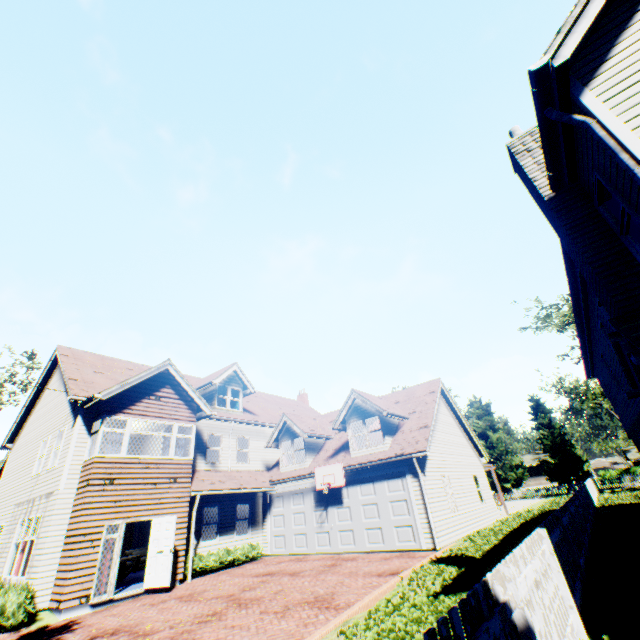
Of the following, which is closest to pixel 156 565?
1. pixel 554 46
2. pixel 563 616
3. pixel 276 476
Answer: pixel 276 476

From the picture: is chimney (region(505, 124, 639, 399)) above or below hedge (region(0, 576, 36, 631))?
above

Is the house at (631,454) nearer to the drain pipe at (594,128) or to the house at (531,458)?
the house at (531,458)

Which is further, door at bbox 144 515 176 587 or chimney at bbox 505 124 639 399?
door at bbox 144 515 176 587

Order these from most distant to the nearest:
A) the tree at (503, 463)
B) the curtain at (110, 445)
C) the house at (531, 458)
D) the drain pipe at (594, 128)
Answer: the house at (531, 458) → the tree at (503, 463) → the curtain at (110, 445) → the drain pipe at (594, 128)

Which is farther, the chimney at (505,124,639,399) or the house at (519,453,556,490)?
the house at (519,453,556,490)

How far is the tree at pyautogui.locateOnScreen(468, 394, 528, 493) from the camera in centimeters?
4184cm

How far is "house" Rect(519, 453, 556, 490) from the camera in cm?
5616
